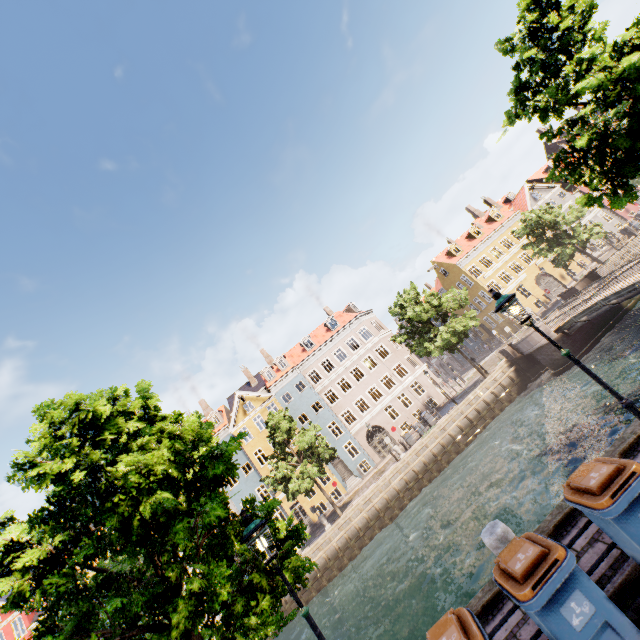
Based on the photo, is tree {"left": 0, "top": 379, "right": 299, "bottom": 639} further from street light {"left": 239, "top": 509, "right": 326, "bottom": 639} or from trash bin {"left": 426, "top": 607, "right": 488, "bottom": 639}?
trash bin {"left": 426, "top": 607, "right": 488, "bottom": 639}

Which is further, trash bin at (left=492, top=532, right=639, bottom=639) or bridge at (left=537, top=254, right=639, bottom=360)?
bridge at (left=537, top=254, right=639, bottom=360)

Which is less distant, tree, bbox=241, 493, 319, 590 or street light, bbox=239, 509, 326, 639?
street light, bbox=239, 509, 326, 639

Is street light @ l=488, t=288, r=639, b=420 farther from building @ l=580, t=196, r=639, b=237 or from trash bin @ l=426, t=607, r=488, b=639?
building @ l=580, t=196, r=639, b=237

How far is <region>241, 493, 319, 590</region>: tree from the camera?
5.3m

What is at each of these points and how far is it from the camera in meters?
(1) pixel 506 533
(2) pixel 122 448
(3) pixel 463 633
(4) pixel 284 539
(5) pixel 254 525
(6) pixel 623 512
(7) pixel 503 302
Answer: (1) pillar, 5.3 m
(2) tree, 6.3 m
(3) trash bin, 3.6 m
(4) tree, 6.1 m
(5) street light, 5.1 m
(6) trash bin, 3.7 m
(7) street light, 5.9 m

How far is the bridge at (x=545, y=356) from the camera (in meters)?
22.19

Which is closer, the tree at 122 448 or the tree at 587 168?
the tree at 122 448
